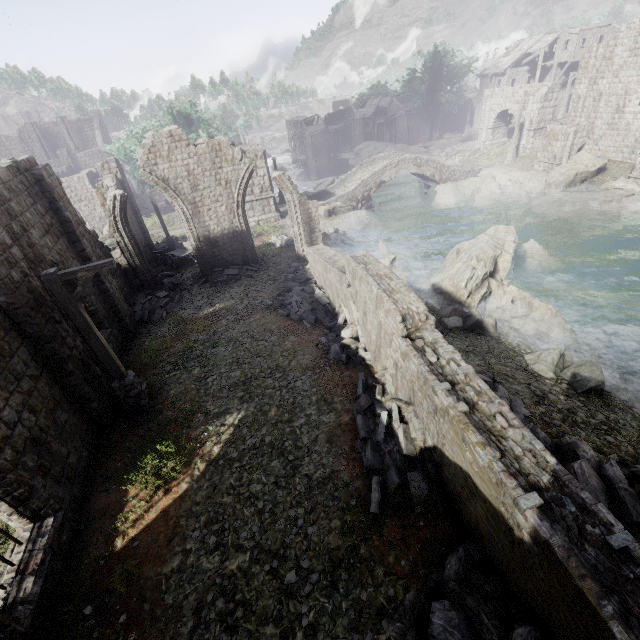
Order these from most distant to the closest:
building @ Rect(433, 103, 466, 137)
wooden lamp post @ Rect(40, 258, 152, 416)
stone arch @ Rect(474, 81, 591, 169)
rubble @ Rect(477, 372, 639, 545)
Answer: building @ Rect(433, 103, 466, 137) < stone arch @ Rect(474, 81, 591, 169) < wooden lamp post @ Rect(40, 258, 152, 416) < rubble @ Rect(477, 372, 639, 545)

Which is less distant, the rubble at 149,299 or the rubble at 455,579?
the rubble at 455,579

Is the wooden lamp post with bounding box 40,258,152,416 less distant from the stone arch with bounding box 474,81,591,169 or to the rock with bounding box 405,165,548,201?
the stone arch with bounding box 474,81,591,169

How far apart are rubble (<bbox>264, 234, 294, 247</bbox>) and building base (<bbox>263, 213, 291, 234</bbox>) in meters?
0.0 m

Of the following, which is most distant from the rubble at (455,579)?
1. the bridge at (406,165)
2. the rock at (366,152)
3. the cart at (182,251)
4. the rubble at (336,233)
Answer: the rock at (366,152)

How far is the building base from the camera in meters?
26.1

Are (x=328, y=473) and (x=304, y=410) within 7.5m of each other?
yes

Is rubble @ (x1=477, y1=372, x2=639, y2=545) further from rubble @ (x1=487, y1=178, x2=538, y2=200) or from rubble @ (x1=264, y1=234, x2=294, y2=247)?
rubble @ (x1=487, y1=178, x2=538, y2=200)
